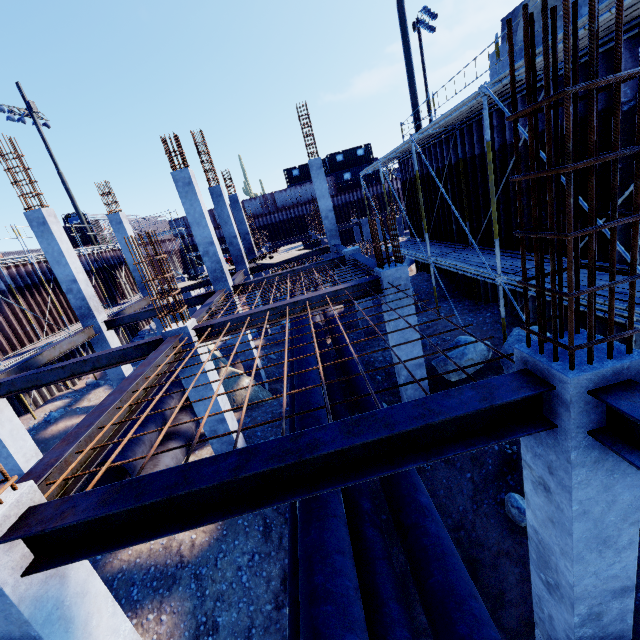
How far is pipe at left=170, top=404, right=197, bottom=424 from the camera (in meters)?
10.02

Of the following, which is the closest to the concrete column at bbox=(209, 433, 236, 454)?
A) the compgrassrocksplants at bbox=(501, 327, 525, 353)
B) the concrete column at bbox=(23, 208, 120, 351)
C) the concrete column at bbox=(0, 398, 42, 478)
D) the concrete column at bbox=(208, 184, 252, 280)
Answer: the concrete column at bbox=(0, 398, 42, 478)

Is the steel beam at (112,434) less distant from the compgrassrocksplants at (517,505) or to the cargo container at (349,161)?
the compgrassrocksplants at (517,505)

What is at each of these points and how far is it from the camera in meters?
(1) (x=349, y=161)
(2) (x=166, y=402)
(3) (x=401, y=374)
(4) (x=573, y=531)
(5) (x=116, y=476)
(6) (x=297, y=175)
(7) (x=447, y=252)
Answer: (1) cargo container, 42.7
(2) pipe, 9.7
(3) concrete column, 7.8
(4) concrete column, 2.7
(5) pipe, 7.9
(6) cargo container, 44.9
(7) scaffolding, 11.4

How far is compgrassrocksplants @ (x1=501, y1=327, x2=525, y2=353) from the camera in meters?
7.4 m

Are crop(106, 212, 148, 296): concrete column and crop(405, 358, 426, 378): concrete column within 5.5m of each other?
no

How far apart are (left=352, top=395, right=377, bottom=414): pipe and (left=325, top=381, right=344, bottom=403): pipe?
0.1m

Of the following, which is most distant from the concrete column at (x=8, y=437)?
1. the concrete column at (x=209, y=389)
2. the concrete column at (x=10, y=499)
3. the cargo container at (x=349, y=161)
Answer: the cargo container at (x=349, y=161)
